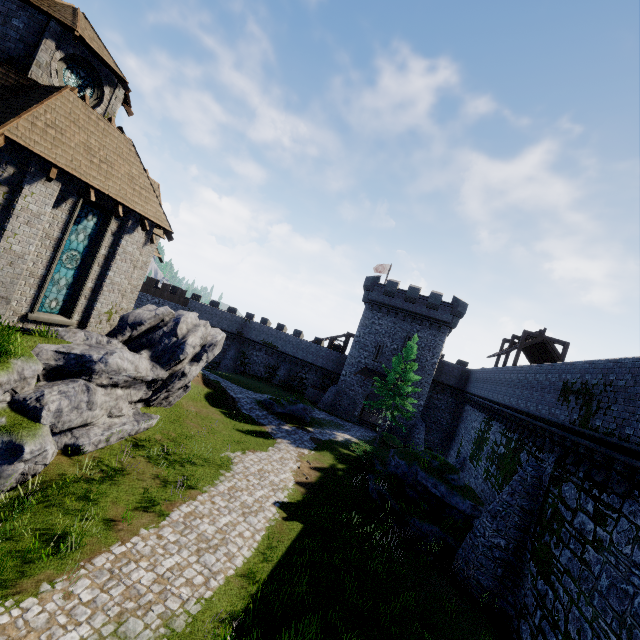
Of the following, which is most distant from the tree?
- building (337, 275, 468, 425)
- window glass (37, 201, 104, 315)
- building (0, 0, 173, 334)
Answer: window glass (37, 201, 104, 315)

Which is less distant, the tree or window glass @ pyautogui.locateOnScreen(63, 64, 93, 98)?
window glass @ pyautogui.locateOnScreen(63, 64, 93, 98)

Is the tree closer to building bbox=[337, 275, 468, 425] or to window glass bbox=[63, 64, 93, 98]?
building bbox=[337, 275, 468, 425]

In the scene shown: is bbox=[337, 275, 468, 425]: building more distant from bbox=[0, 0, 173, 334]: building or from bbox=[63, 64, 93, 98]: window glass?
bbox=[63, 64, 93, 98]: window glass

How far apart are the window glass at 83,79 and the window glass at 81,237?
5.92m

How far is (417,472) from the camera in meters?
18.4 m

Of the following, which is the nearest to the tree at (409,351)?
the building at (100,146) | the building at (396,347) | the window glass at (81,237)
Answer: the building at (396,347)

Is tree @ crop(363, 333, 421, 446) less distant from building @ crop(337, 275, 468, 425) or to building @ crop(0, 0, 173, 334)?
building @ crop(337, 275, 468, 425)
